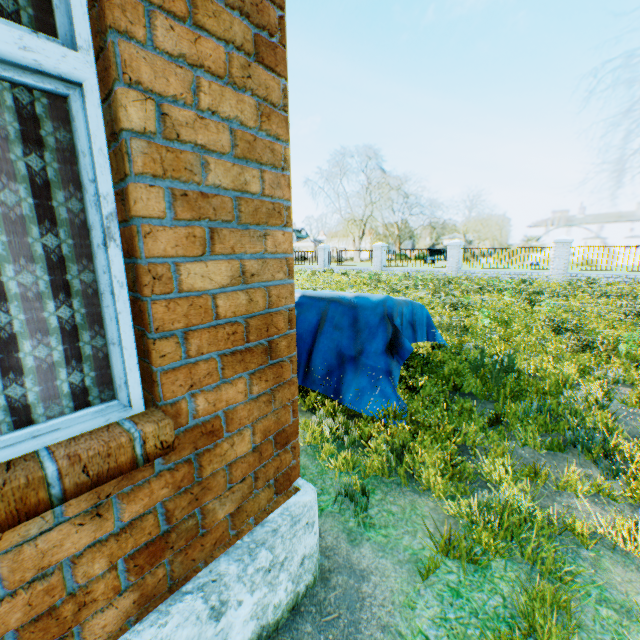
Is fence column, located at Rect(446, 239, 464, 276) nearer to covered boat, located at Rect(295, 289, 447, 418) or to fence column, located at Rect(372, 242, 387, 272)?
fence column, located at Rect(372, 242, 387, 272)

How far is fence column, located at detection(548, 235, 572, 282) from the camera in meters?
17.0

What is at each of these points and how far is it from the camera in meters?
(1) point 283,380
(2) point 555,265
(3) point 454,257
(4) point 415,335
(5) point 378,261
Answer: (1) building, 1.7
(2) fence column, 17.4
(3) fence column, 20.7
(4) covered boat, 5.0
(5) fence column, 24.3

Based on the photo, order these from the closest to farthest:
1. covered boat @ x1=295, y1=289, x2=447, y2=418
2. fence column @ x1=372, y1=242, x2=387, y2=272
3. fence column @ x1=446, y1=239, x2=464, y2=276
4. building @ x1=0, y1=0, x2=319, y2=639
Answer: building @ x1=0, y1=0, x2=319, y2=639 → covered boat @ x1=295, y1=289, x2=447, y2=418 → fence column @ x1=446, y1=239, x2=464, y2=276 → fence column @ x1=372, y1=242, x2=387, y2=272

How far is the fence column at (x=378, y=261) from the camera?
24.1 meters

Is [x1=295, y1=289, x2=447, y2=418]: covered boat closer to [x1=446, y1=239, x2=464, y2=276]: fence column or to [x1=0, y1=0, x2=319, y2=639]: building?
[x1=0, y1=0, x2=319, y2=639]: building

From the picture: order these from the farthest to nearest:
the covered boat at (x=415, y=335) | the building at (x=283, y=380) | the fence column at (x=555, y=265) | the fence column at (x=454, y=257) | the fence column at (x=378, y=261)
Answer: the fence column at (x=378, y=261), the fence column at (x=454, y=257), the fence column at (x=555, y=265), the covered boat at (x=415, y=335), the building at (x=283, y=380)
